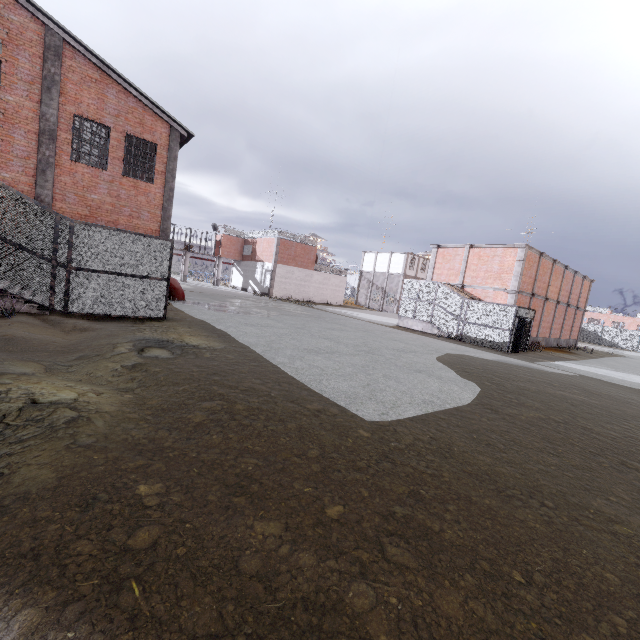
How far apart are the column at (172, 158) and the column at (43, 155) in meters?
4.3

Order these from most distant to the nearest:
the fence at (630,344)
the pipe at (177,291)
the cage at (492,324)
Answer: the fence at (630,344) → the cage at (492,324) → the pipe at (177,291)

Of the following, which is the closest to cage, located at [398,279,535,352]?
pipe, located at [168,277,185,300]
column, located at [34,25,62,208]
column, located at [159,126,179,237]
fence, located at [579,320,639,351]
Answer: fence, located at [579,320,639,351]

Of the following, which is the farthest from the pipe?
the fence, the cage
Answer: the fence

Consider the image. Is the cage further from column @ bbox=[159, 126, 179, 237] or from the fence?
column @ bbox=[159, 126, 179, 237]

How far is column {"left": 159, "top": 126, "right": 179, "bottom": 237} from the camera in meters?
16.6

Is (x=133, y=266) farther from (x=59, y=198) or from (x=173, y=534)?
(x=173, y=534)
